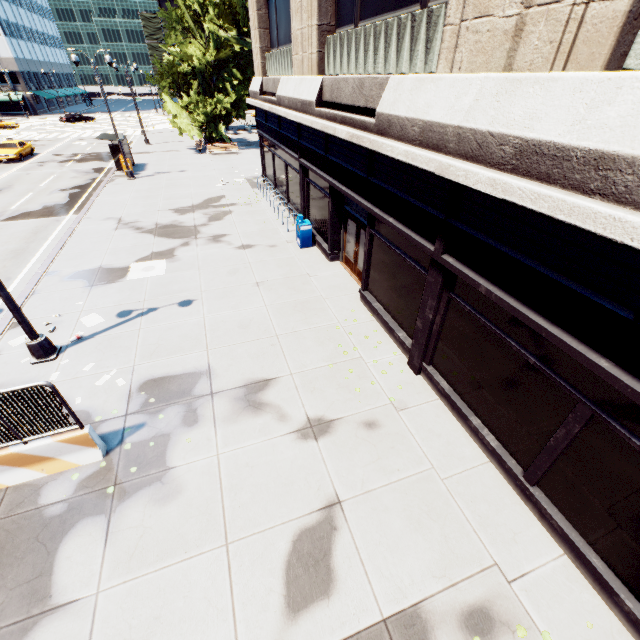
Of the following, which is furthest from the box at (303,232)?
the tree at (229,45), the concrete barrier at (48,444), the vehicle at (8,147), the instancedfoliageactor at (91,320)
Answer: the vehicle at (8,147)

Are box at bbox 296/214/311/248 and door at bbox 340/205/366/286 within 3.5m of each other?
yes

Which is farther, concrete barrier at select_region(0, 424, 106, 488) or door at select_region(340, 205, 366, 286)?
door at select_region(340, 205, 366, 286)

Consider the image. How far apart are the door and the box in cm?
187

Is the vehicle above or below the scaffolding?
below

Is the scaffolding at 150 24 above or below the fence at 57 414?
above

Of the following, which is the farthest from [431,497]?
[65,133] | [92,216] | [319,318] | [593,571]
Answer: [65,133]

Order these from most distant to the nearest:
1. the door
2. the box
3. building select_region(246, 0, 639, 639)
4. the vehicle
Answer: the vehicle → the box → the door → building select_region(246, 0, 639, 639)
